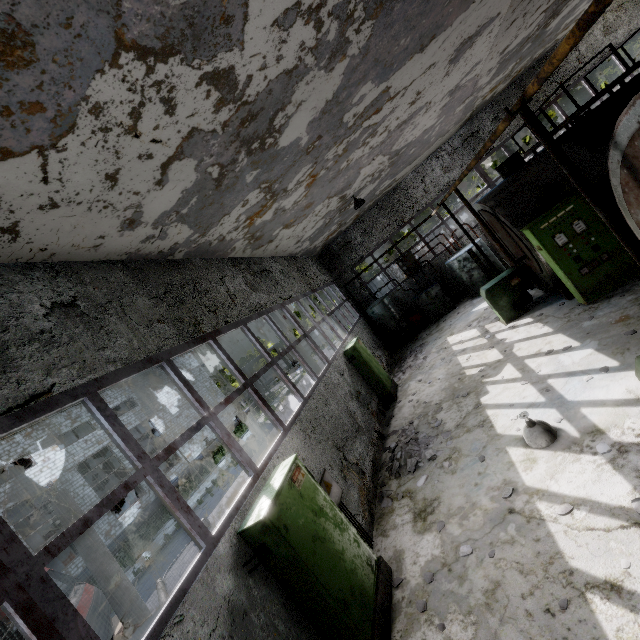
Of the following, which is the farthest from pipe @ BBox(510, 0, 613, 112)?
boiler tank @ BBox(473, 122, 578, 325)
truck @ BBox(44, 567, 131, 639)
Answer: boiler tank @ BBox(473, 122, 578, 325)

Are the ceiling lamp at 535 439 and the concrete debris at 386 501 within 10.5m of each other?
yes

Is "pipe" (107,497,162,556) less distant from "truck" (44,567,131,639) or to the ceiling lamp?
"truck" (44,567,131,639)

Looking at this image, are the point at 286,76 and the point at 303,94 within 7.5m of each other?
yes

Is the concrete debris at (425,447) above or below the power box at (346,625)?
below

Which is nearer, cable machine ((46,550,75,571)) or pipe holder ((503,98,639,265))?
pipe holder ((503,98,639,265))

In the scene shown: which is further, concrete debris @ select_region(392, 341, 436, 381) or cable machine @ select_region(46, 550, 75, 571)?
cable machine @ select_region(46, 550, 75, 571)

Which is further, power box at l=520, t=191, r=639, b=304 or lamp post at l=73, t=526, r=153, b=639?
power box at l=520, t=191, r=639, b=304
